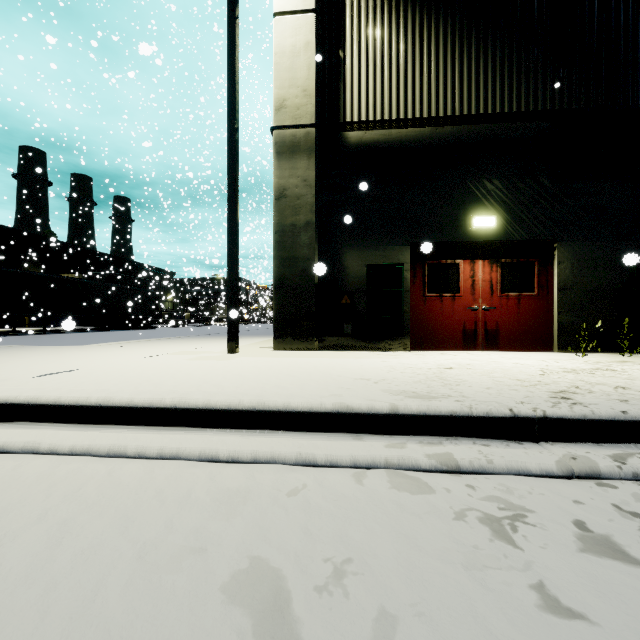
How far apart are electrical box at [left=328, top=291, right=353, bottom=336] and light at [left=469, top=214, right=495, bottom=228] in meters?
1.6 m

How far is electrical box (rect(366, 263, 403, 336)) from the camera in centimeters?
679cm

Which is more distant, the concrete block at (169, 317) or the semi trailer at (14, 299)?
the concrete block at (169, 317)

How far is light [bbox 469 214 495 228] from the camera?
6.6 meters

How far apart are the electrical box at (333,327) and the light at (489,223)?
1.57m

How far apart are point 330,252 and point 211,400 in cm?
518

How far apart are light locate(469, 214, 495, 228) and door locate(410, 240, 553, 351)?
0.2m

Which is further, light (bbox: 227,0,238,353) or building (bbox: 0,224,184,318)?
building (bbox: 0,224,184,318)
